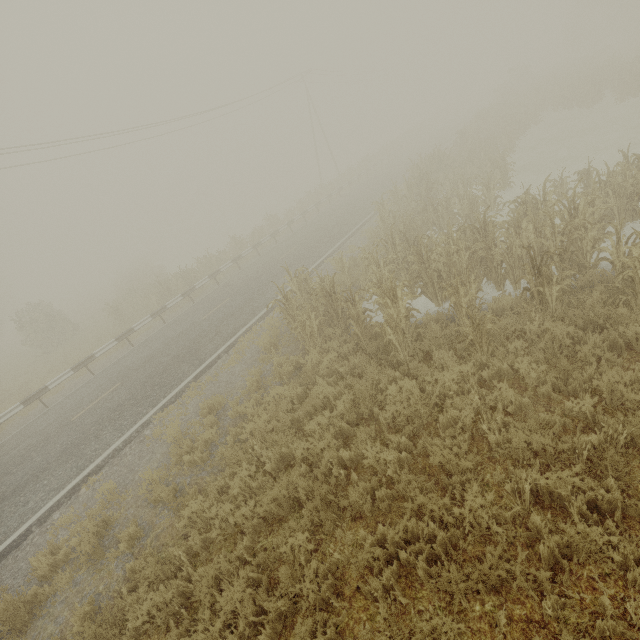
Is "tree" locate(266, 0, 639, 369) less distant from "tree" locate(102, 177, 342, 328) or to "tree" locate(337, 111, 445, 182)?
"tree" locate(102, 177, 342, 328)

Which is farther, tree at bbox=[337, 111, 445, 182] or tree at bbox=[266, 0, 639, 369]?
tree at bbox=[337, 111, 445, 182]

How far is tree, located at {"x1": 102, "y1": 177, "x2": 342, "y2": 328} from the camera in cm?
1933

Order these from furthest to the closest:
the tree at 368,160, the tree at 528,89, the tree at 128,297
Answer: the tree at 368,160 < the tree at 128,297 < the tree at 528,89

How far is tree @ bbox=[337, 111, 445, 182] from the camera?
35.1 meters

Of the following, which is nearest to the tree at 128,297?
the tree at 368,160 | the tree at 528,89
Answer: the tree at 368,160

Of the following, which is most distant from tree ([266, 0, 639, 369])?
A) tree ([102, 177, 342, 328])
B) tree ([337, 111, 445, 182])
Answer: tree ([337, 111, 445, 182])

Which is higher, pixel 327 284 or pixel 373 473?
pixel 327 284
